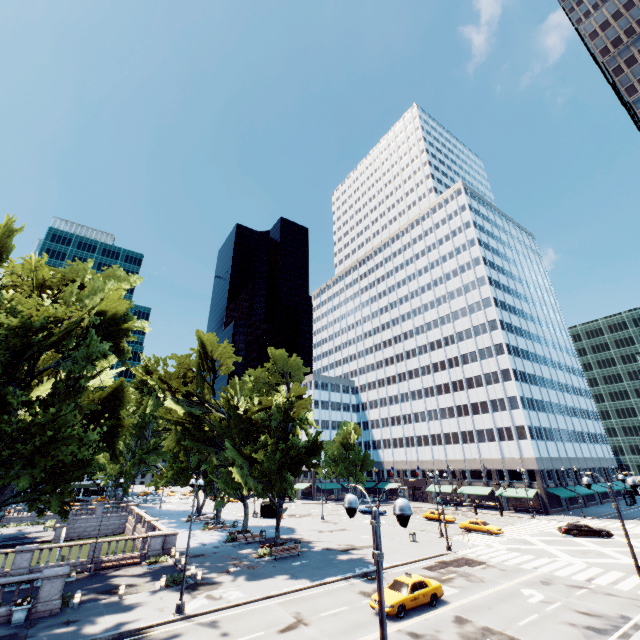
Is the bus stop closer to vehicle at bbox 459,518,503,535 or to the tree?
the tree

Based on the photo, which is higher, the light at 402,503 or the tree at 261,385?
the tree at 261,385

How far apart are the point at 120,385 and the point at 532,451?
65.79m

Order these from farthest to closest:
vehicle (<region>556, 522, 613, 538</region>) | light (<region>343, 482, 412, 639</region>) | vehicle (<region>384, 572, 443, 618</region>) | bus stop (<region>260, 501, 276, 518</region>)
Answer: bus stop (<region>260, 501, 276, 518</region>), vehicle (<region>556, 522, 613, 538</region>), vehicle (<region>384, 572, 443, 618</region>), light (<region>343, 482, 412, 639</region>)

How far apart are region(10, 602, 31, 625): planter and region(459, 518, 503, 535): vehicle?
44.2m

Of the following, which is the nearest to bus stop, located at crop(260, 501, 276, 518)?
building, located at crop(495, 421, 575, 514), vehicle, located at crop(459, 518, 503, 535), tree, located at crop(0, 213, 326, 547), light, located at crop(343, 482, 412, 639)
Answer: building, located at crop(495, 421, 575, 514)

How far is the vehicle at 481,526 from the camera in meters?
39.5

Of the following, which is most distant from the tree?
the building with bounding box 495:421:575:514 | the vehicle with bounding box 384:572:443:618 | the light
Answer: the vehicle with bounding box 384:572:443:618
